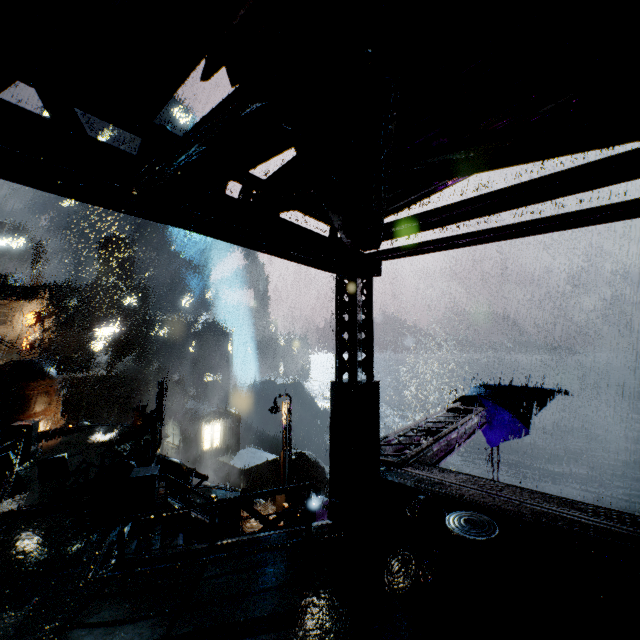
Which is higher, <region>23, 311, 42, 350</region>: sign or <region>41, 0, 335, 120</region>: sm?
<region>41, 0, 335, 120</region>: sm

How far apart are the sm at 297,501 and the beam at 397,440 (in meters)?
5.10

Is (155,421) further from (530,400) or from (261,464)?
(261,464)

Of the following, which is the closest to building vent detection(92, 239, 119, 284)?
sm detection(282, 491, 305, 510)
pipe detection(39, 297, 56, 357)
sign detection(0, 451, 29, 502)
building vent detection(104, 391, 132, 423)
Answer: pipe detection(39, 297, 56, 357)

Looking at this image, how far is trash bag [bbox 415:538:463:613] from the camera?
4.7 meters

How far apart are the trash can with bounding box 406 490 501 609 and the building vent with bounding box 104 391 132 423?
52.9 meters

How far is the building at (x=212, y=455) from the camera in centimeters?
3791cm

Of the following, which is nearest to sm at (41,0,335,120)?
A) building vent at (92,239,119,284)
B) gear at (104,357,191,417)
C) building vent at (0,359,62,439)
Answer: building vent at (0,359,62,439)
